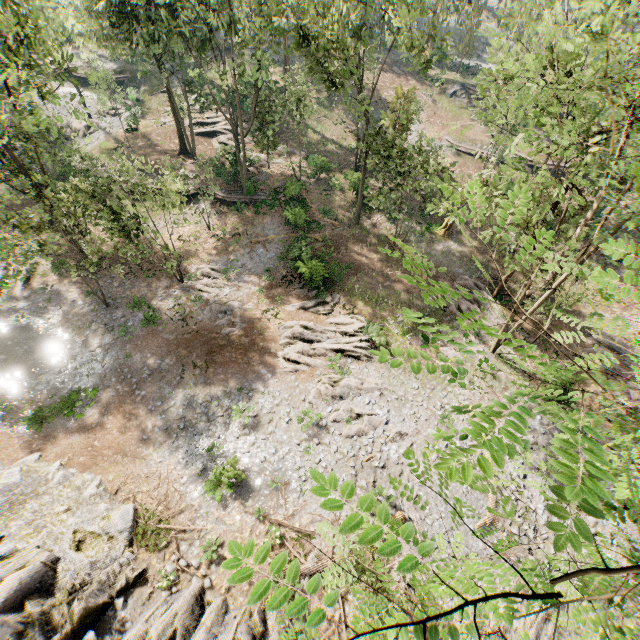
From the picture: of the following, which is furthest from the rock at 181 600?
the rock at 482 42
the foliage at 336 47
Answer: the rock at 482 42

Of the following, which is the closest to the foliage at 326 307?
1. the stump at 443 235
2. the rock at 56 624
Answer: the rock at 56 624

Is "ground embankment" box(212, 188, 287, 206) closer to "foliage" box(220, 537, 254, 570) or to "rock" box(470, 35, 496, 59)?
"foliage" box(220, 537, 254, 570)

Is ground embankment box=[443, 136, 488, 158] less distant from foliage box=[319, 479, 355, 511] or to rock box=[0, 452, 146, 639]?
foliage box=[319, 479, 355, 511]

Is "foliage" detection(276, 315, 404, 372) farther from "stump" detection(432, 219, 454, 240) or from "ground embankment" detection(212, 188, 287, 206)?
"stump" detection(432, 219, 454, 240)

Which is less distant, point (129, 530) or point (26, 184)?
point (129, 530)

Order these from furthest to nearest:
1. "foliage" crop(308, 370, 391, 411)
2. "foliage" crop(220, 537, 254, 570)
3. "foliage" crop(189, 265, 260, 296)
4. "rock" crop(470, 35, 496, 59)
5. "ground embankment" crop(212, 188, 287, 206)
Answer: "rock" crop(470, 35, 496, 59) < "ground embankment" crop(212, 188, 287, 206) < "foliage" crop(189, 265, 260, 296) < "foliage" crop(308, 370, 391, 411) < "foliage" crop(220, 537, 254, 570)

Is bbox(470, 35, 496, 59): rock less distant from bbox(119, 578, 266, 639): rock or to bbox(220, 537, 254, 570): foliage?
bbox(220, 537, 254, 570): foliage
